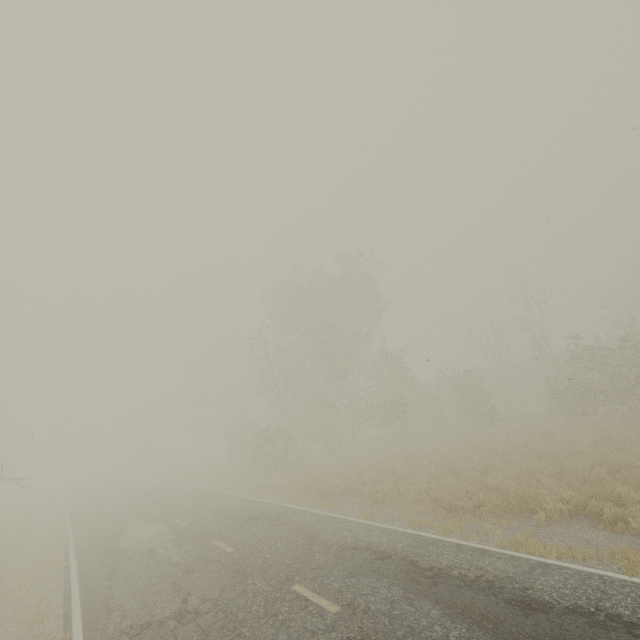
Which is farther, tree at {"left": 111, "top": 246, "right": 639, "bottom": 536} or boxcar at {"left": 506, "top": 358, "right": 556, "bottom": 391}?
boxcar at {"left": 506, "top": 358, "right": 556, "bottom": 391}

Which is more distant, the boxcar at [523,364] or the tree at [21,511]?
the boxcar at [523,364]

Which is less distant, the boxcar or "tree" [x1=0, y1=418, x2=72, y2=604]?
"tree" [x1=0, y1=418, x2=72, y2=604]

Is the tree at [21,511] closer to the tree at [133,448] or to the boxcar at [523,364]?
the tree at [133,448]

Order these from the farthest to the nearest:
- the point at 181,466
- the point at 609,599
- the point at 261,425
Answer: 1. the point at 261,425
2. the point at 181,466
3. the point at 609,599

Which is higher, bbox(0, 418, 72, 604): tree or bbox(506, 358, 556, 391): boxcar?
bbox(506, 358, 556, 391): boxcar

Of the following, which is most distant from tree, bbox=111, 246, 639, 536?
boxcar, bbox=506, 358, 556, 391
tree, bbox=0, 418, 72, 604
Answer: boxcar, bbox=506, 358, 556, 391
